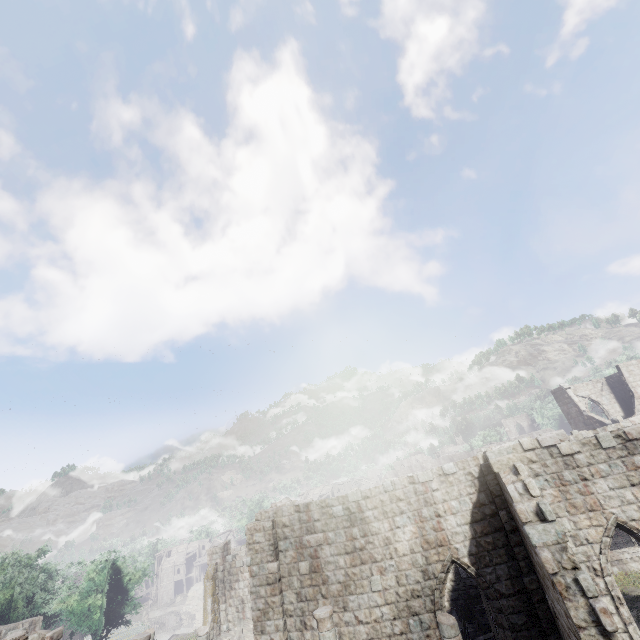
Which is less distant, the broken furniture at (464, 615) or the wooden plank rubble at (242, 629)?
the broken furniture at (464, 615)

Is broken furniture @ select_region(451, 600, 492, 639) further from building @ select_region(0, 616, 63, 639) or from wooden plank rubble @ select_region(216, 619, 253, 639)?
wooden plank rubble @ select_region(216, 619, 253, 639)

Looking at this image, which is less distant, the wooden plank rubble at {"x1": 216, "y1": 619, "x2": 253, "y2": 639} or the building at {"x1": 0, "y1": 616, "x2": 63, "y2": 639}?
the building at {"x1": 0, "y1": 616, "x2": 63, "y2": 639}

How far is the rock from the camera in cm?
5519

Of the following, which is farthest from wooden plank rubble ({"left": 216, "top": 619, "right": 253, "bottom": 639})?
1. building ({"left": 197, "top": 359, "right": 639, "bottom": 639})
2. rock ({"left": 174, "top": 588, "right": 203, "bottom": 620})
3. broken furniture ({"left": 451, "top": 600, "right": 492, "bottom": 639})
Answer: rock ({"left": 174, "top": 588, "right": 203, "bottom": 620})

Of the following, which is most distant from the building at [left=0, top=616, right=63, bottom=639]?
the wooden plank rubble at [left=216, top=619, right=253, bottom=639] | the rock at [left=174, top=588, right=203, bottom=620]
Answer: the rock at [left=174, top=588, right=203, bottom=620]

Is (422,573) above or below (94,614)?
above

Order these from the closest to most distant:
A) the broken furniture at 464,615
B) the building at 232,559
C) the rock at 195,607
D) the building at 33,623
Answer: the building at 232,559
the building at 33,623
the broken furniture at 464,615
the rock at 195,607
